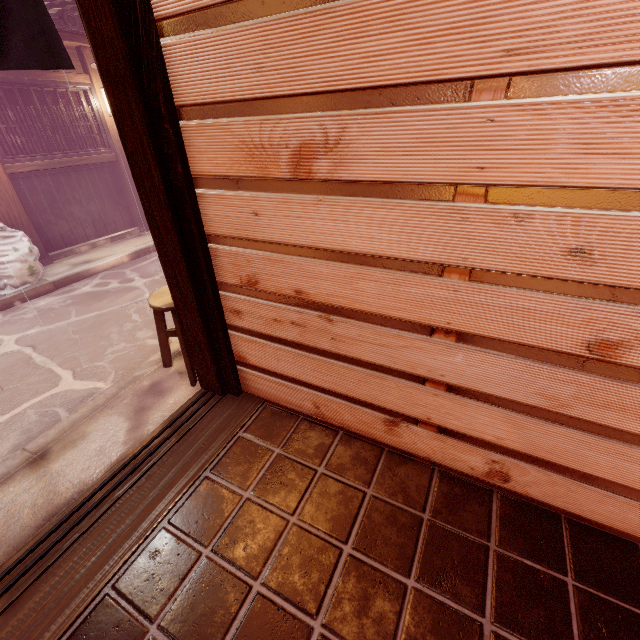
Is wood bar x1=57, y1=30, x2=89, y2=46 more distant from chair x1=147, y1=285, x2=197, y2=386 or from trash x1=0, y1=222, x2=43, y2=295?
chair x1=147, y1=285, x2=197, y2=386

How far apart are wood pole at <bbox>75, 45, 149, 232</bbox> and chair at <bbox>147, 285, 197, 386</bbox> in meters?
9.4

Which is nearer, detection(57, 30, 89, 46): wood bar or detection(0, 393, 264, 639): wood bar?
detection(0, 393, 264, 639): wood bar

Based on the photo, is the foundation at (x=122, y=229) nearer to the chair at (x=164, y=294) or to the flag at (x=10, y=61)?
the chair at (x=164, y=294)

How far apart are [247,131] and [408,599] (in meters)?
4.26

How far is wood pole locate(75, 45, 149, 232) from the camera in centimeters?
1025cm

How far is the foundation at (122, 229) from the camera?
10.08m

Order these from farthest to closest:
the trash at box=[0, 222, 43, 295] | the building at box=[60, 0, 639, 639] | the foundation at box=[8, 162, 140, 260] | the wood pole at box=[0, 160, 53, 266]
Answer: the foundation at box=[8, 162, 140, 260]
the wood pole at box=[0, 160, 53, 266]
the trash at box=[0, 222, 43, 295]
the building at box=[60, 0, 639, 639]
